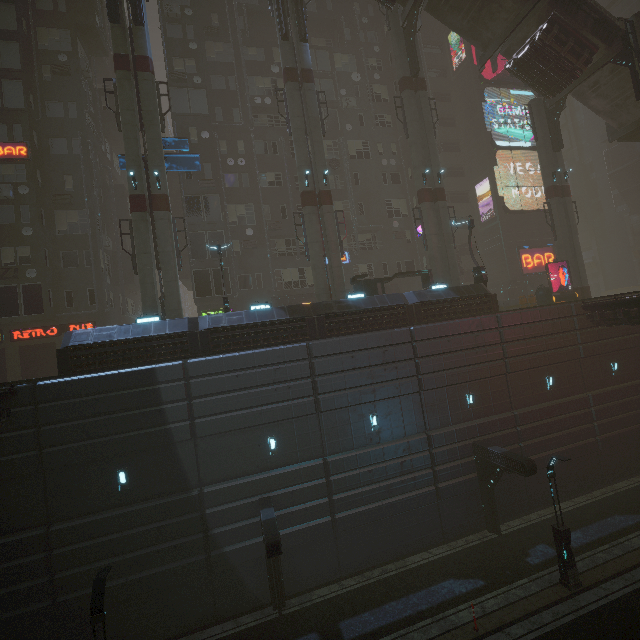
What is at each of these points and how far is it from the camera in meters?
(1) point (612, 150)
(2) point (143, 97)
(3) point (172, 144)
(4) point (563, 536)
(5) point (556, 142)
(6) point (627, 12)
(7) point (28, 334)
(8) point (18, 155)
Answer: (1) building, 46.9
(2) sm, 19.9
(3) sign, 21.4
(4) street light, 13.6
(5) building structure, 27.8
(6) building, 45.3
(7) sign, 23.0
(8) sign, 22.7

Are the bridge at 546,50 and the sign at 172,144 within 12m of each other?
no

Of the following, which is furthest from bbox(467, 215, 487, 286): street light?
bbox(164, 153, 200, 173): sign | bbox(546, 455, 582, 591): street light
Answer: bbox(164, 153, 200, 173): sign

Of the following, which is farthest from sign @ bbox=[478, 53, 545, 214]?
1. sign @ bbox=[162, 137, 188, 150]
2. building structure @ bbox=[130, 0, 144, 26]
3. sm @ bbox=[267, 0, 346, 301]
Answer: building structure @ bbox=[130, 0, 144, 26]

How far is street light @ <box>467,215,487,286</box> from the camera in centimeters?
2182cm

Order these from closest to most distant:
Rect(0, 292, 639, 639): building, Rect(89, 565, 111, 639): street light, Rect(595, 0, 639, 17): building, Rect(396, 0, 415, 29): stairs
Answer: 1. Rect(89, 565, 111, 639): street light
2. Rect(0, 292, 639, 639): building
3. Rect(396, 0, 415, 29): stairs
4. Rect(595, 0, 639, 17): building

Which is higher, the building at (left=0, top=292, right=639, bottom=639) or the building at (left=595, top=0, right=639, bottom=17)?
the building at (left=595, top=0, right=639, bottom=17)

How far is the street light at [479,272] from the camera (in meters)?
21.82
